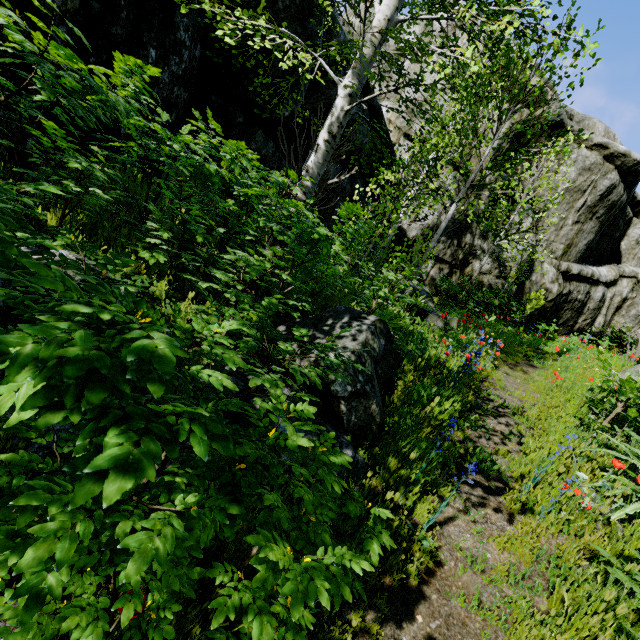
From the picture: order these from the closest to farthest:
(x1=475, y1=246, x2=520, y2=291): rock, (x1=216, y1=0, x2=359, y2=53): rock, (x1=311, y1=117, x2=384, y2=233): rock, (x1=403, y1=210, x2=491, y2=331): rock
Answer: (x1=216, y1=0, x2=359, y2=53): rock < (x1=403, y1=210, x2=491, y2=331): rock < (x1=311, y1=117, x2=384, y2=233): rock < (x1=475, y1=246, x2=520, y2=291): rock

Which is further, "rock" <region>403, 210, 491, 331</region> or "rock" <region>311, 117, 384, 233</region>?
"rock" <region>311, 117, 384, 233</region>

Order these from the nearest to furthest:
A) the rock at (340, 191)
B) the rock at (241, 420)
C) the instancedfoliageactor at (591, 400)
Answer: the instancedfoliageactor at (591, 400) → the rock at (241, 420) → the rock at (340, 191)

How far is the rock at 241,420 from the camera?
2.6 meters

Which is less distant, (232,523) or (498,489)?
(232,523)

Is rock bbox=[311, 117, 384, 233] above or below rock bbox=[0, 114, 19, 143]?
above

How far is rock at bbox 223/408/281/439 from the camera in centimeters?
255cm
